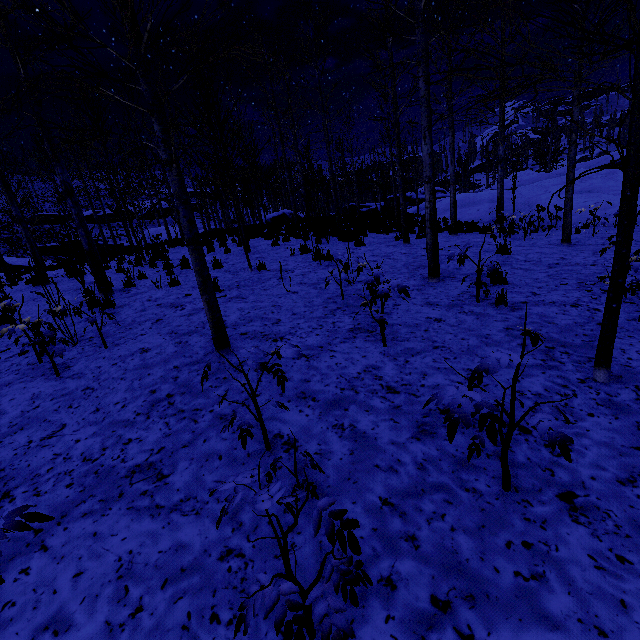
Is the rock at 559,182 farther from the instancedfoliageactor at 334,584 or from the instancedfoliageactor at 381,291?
the instancedfoliageactor at 334,584

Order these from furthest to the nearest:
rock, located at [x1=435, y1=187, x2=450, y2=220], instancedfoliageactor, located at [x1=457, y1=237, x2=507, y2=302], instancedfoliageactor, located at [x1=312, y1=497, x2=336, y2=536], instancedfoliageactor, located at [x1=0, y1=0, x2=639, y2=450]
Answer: rock, located at [x1=435, y1=187, x2=450, y2=220] → instancedfoliageactor, located at [x1=457, y1=237, x2=507, y2=302] → instancedfoliageactor, located at [x1=0, y1=0, x2=639, y2=450] → instancedfoliageactor, located at [x1=312, y1=497, x2=336, y2=536]

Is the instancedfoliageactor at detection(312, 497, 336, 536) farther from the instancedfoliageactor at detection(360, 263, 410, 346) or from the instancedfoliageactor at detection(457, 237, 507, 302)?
the instancedfoliageactor at detection(457, 237, 507, 302)

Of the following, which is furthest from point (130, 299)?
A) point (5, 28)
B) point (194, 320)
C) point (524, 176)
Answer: point (524, 176)

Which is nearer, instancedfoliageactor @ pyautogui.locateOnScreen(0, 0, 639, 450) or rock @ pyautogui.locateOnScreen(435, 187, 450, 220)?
instancedfoliageactor @ pyautogui.locateOnScreen(0, 0, 639, 450)

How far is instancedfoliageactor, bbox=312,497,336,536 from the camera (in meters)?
1.09

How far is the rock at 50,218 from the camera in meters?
43.8 m

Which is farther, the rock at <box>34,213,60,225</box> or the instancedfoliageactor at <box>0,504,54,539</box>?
the rock at <box>34,213,60,225</box>
